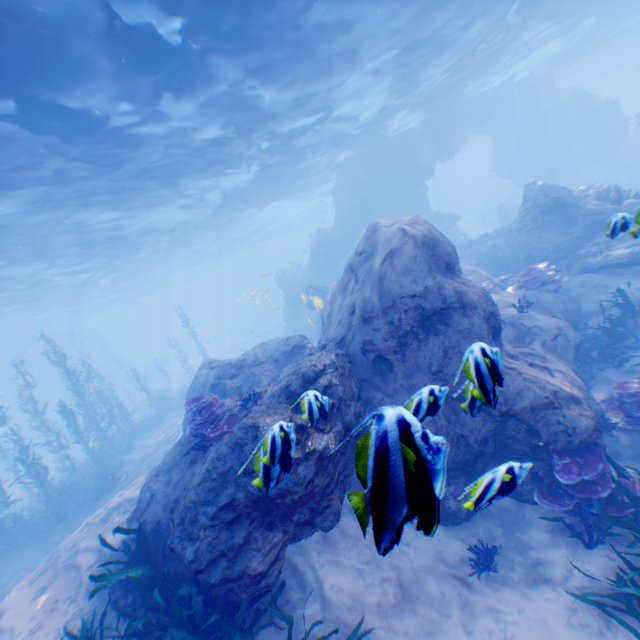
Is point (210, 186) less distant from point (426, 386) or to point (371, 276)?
point (371, 276)

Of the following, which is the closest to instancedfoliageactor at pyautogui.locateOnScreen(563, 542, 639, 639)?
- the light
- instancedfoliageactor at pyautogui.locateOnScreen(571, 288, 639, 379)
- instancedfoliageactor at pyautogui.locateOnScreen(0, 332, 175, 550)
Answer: instancedfoliageactor at pyautogui.locateOnScreen(571, 288, 639, 379)

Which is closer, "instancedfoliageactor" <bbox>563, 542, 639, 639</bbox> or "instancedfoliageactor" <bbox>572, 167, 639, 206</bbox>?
"instancedfoliageactor" <bbox>563, 542, 639, 639</bbox>

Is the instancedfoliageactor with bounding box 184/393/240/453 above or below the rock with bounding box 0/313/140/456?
below

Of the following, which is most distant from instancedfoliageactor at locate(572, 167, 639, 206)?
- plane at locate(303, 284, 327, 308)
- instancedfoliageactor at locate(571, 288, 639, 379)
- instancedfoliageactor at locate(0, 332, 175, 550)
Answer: instancedfoliageactor at locate(0, 332, 175, 550)

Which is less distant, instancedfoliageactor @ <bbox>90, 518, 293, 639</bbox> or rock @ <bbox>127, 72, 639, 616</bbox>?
rock @ <bbox>127, 72, 639, 616</bbox>

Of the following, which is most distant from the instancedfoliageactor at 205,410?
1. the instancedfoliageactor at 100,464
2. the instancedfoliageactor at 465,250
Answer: the instancedfoliageactor at 465,250

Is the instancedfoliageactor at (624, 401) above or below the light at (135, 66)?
below
